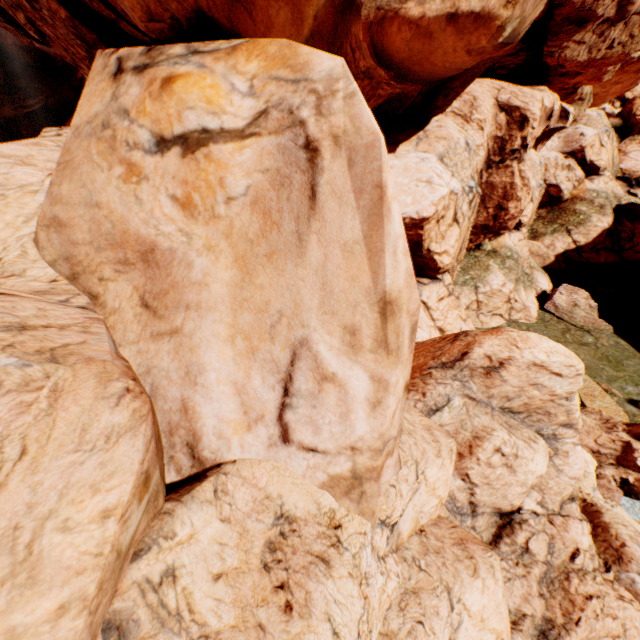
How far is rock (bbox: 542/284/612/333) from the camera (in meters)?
18.12

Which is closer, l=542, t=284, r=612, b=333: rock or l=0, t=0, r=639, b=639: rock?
l=0, t=0, r=639, b=639: rock

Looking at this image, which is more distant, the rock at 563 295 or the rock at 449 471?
the rock at 563 295

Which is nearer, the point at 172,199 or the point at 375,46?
the point at 172,199

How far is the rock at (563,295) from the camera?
18.1m
